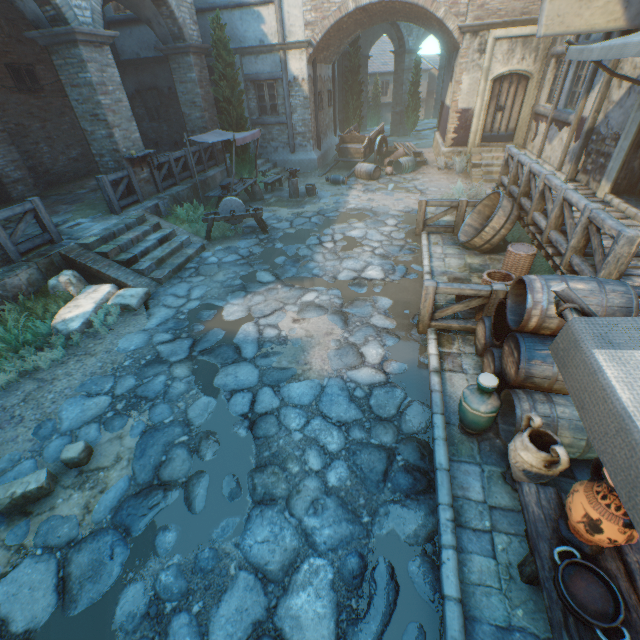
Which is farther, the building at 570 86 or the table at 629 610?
the building at 570 86

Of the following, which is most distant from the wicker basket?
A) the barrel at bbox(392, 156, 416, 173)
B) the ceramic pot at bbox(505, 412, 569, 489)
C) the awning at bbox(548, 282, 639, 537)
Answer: the barrel at bbox(392, 156, 416, 173)

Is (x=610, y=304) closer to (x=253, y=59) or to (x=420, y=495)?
(x=420, y=495)

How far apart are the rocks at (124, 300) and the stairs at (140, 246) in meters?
0.5 m

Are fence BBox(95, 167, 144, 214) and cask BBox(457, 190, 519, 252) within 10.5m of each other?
yes

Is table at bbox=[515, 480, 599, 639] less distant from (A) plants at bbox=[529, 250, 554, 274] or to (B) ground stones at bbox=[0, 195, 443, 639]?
(B) ground stones at bbox=[0, 195, 443, 639]

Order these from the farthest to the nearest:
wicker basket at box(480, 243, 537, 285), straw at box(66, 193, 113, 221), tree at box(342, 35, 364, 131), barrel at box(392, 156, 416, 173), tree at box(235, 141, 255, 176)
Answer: tree at box(342, 35, 364, 131) < barrel at box(392, 156, 416, 173) < tree at box(235, 141, 255, 176) < straw at box(66, 193, 113, 221) < wicker basket at box(480, 243, 537, 285)

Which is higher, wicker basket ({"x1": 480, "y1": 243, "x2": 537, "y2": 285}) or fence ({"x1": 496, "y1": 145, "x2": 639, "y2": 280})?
fence ({"x1": 496, "y1": 145, "x2": 639, "y2": 280})
